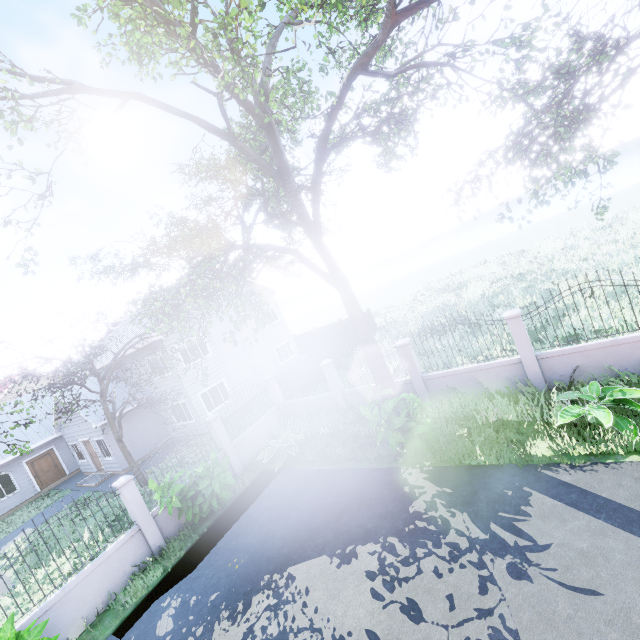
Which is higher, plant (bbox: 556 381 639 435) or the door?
the door

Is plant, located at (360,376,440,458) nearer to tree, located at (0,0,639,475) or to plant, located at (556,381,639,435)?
plant, located at (556,381,639,435)

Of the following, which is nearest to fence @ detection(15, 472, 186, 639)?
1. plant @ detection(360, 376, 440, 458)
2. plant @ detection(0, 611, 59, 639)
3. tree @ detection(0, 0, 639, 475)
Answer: plant @ detection(0, 611, 59, 639)

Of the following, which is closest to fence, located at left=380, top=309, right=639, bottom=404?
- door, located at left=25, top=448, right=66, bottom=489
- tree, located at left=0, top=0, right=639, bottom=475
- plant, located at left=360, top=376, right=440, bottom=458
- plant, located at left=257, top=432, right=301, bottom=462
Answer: plant, located at left=257, top=432, right=301, bottom=462

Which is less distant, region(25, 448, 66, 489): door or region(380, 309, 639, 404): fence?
region(380, 309, 639, 404): fence

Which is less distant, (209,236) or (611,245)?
(611,245)

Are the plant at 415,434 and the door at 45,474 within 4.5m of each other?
no

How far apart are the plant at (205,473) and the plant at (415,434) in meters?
4.5
